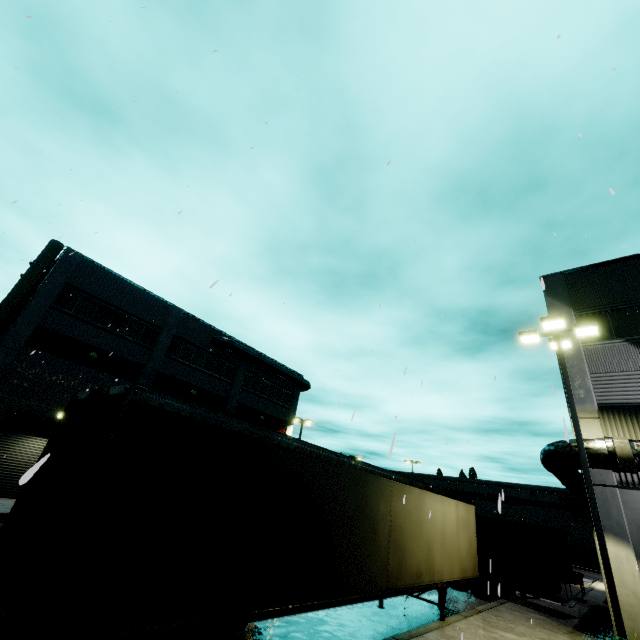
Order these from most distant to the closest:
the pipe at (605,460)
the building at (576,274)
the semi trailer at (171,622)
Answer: the building at (576,274)
the pipe at (605,460)
the semi trailer at (171,622)

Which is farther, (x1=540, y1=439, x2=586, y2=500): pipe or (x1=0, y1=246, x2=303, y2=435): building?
(x1=0, y1=246, x2=303, y2=435): building

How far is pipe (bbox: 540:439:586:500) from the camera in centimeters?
1214cm

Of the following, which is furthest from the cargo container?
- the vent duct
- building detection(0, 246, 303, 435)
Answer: the vent duct

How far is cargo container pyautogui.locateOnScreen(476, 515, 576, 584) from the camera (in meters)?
14.84

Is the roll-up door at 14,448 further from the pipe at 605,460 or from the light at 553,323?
the light at 553,323

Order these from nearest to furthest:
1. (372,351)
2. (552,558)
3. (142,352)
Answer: (372,351) → (552,558) → (142,352)

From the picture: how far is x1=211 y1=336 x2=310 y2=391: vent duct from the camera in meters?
29.4
